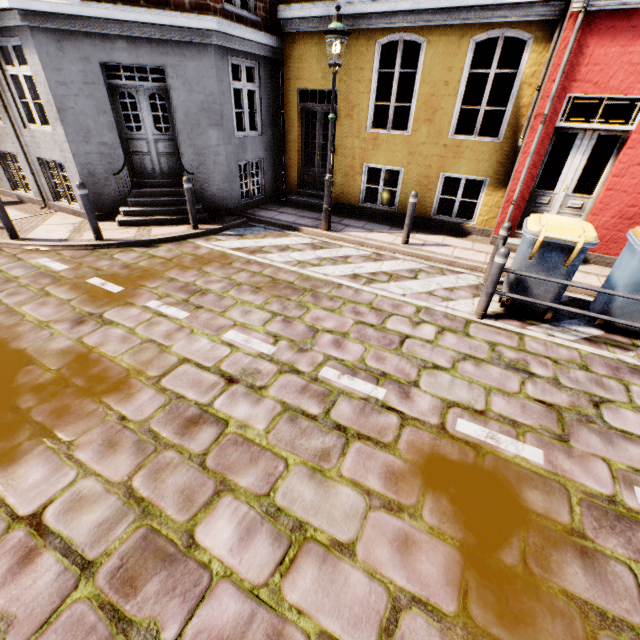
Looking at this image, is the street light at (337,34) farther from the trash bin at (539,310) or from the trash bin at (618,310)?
the trash bin at (618,310)

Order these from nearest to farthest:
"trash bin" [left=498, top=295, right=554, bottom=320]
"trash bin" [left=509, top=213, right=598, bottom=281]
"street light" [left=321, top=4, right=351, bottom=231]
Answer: "trash bin" [left=509, top=213, right=598, bottom=281]
"trash bin" [left=498, top=295, right=554, bottom=320]
"street light" [left=321, top=4, right=351, bottom=231]

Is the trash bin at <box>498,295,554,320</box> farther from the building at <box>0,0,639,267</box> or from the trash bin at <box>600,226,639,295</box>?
the building at <box>0,0,639,267</box>

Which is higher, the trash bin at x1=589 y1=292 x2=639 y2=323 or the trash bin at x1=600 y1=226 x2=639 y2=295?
the trash bin at x1=600 y1=226 x2=639 y2=295

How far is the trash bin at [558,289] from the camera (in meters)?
4.52

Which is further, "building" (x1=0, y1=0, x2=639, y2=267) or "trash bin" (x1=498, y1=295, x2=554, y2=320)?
"building" (x1=0, y1=0, x2=639, y2=267)

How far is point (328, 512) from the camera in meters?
2.5
